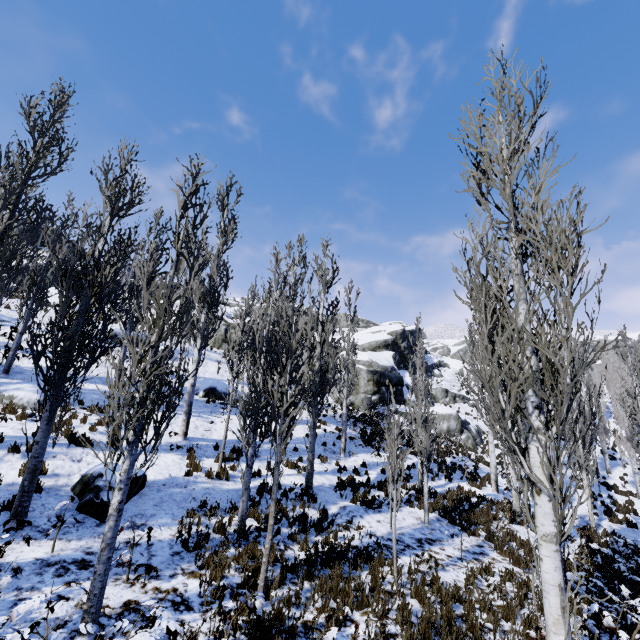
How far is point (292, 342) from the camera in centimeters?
725cm

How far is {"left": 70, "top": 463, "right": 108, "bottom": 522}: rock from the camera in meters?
7.2

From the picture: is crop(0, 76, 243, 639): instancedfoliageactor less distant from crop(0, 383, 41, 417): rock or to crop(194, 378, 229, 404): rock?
crop(0, 383, 41, 417): rock

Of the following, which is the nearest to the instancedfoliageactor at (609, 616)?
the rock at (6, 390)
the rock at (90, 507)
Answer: the rock at (6, 390)

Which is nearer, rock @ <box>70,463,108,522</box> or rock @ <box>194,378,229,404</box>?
rock @ <box>70,463,108,522</box>

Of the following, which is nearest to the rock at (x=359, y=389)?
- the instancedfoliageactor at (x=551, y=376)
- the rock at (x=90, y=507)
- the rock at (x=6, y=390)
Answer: the instancedfoliageactor at (x=551, y=376)

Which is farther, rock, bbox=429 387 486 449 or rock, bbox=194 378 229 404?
rock, bbox=429 387 486 449

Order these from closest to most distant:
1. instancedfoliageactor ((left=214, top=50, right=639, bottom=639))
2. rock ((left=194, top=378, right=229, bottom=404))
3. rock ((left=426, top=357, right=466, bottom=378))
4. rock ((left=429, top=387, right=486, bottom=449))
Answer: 1. instancedfoliageactor ((left=214, top=50, right=639, bottom=639))
2. rock ((left=194, top=378, right=229, bottom=404))
3. rock ((left=429, top=387, right=486, bottom=449))
4. rock ((left=426, top=357, right=466, bottom=378))
